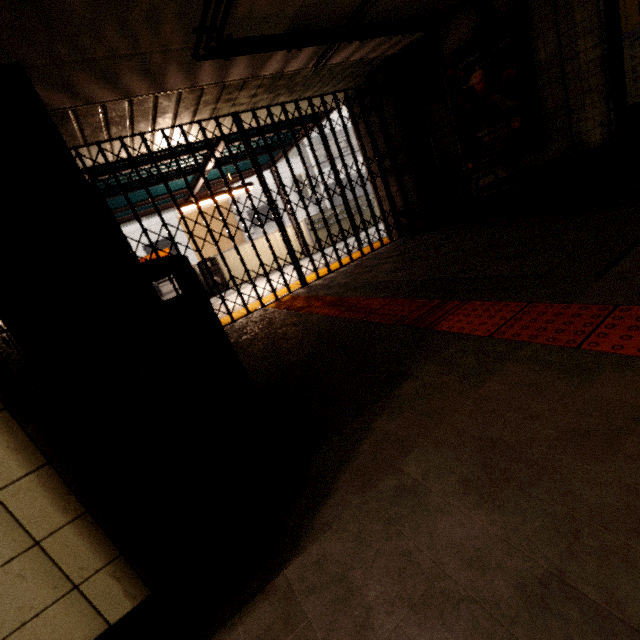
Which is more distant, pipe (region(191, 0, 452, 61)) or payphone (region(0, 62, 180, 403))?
pipe (region(191, 0, 452, 61))

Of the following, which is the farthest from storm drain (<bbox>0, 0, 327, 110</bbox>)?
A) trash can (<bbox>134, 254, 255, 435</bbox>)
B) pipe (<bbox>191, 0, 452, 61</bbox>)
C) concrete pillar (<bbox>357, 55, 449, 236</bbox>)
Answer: trash can (<bbox>134, 254, 255, 435</bbox>)

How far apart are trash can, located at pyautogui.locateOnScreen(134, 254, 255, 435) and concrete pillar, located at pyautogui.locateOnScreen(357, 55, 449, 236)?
5.0m

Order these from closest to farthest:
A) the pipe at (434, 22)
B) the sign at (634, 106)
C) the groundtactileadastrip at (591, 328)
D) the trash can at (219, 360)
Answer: the groundtactileadastrip at (591, 328), the trash can at (219, 360), the pipe at (434, 22), the sign at (634, 106)

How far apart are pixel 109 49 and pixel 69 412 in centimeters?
341cm

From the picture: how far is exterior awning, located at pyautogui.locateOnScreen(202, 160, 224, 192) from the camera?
7.4 meters

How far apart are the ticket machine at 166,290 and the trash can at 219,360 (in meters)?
7.98

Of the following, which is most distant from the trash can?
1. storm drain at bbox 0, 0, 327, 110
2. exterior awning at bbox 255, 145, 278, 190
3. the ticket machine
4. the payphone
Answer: the ticket machine
